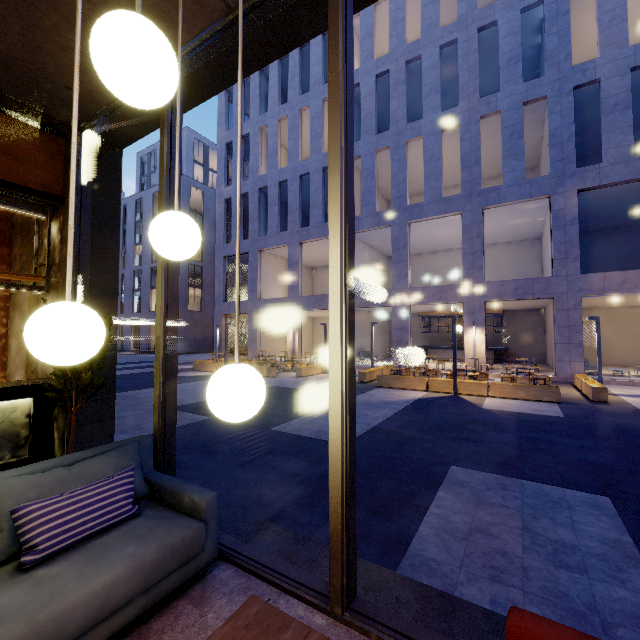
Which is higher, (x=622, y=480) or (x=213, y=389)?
(x=213, y=389)

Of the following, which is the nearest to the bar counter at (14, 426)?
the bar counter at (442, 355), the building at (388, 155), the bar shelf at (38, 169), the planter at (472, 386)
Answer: the bar shelf at (38, 169)

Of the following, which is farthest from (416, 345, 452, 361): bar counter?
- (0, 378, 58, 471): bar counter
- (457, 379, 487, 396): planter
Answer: (0, 378, 58, 471): bar counter

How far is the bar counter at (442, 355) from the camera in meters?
23.3 m

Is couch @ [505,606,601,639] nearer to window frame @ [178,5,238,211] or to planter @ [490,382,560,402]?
window frame @ [178,5,238,211]

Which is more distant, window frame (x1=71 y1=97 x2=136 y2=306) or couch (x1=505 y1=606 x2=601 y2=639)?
window frame (x1=71 y1=97 x2=136 y2=306)

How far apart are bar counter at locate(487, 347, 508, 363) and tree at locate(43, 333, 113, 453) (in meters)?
23.33

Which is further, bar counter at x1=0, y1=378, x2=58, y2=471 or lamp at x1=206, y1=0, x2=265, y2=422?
bar counter at x1=0, y1=378, x2=58, y2=471
